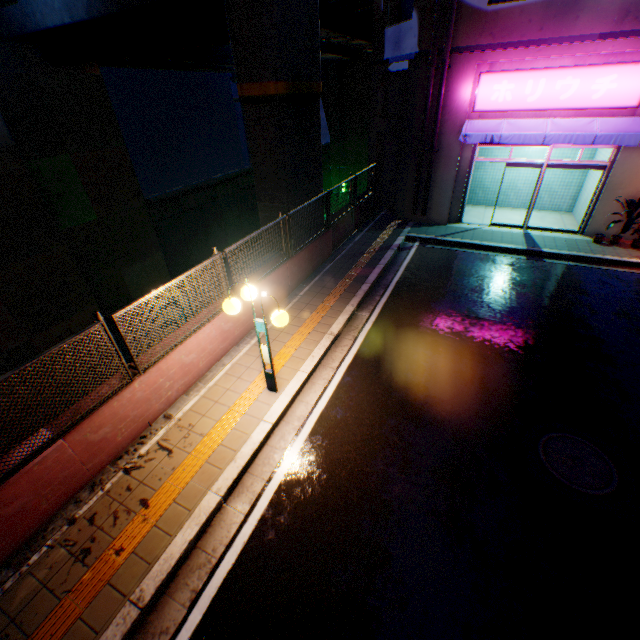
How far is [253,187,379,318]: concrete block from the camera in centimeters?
819cm

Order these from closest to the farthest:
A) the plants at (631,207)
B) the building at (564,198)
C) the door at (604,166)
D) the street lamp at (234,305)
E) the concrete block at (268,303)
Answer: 1. the street lamp at (234,305)
2. the concrete block at (268,303)
3. the plants at (631,207)
4. the door at (604,166)
5. the building at (564,198)

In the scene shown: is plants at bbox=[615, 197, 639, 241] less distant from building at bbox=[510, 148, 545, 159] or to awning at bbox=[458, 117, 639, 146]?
building at bbox=[510, 148, 545, 159]

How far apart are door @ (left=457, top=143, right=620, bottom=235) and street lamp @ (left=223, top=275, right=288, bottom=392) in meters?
11.1 m

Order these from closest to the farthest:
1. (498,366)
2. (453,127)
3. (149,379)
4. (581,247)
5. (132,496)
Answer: (132,496)
(149,379)
(498,366)
(581,247)
(453,127)

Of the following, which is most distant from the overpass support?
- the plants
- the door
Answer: the plants

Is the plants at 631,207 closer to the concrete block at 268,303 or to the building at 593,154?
the building at 593,154

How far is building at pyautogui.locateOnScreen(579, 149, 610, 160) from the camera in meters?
11.5
